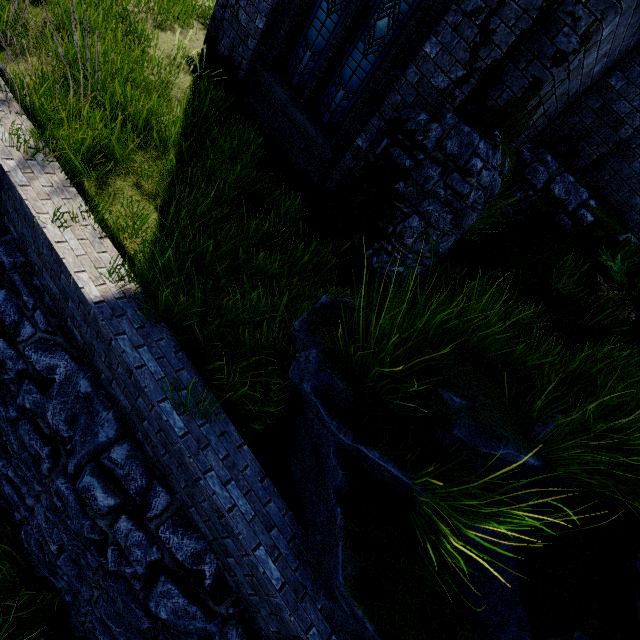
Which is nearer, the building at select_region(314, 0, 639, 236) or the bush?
the building at select_region(314, 0, 639, 236)

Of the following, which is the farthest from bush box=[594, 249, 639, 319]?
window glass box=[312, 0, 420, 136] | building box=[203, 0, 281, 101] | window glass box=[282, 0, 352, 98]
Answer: window glass box=[282, 0, 352, 98]

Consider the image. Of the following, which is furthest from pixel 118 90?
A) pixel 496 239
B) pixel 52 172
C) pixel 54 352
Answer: pixel 496 239

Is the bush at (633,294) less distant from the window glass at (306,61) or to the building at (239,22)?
the building at (239,22)

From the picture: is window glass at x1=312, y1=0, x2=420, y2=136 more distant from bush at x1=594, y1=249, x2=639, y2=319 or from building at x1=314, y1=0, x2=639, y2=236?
bush at x1=594, y1=249, x2=639, y2=319

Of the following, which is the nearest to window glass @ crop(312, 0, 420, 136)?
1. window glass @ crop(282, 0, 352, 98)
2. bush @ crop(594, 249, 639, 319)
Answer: window glass @ crop(282, 0, 352, 98)

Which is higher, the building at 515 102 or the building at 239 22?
the building at 515 102

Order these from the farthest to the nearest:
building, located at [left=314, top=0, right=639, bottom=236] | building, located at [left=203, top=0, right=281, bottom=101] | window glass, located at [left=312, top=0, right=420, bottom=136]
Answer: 1. building, located at [left=203, top=0, right=281, bottom=101]
2. window glass, located at [left=312, top=0, right=420, bottom=136]
3. building, located at [left=314, top=0, right=639, bottom=236]
